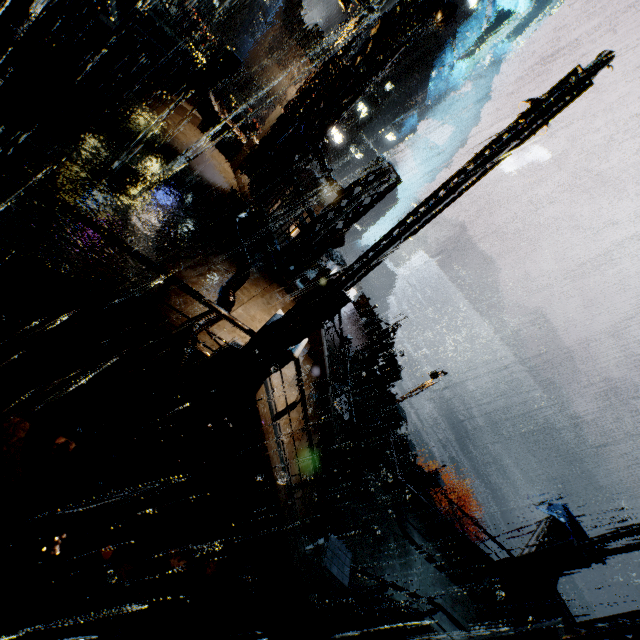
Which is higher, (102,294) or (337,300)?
(337,300)

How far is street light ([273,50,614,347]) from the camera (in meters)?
3.95

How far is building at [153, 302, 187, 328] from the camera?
6.3 meters

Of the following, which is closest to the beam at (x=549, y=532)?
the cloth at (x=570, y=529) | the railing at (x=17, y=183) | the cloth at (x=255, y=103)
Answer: the cloth at (x=570, y=529)

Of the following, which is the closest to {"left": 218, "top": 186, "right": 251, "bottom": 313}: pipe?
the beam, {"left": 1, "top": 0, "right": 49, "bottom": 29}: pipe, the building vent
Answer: {"left": 1, "top": 0, "right": 49, "bottom": 29}: pipe

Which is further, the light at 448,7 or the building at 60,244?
the light at 448,7

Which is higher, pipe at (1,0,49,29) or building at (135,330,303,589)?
pipe at (1,0,49,29)

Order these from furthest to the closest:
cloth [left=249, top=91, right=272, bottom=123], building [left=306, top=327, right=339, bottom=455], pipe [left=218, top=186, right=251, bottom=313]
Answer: cloth [left=249, top=91, right=272, bottom=123]
building [left=306, top=327, right=339, bottom=455]
pipe [left=218, top=186, right=251, bottom=313]
